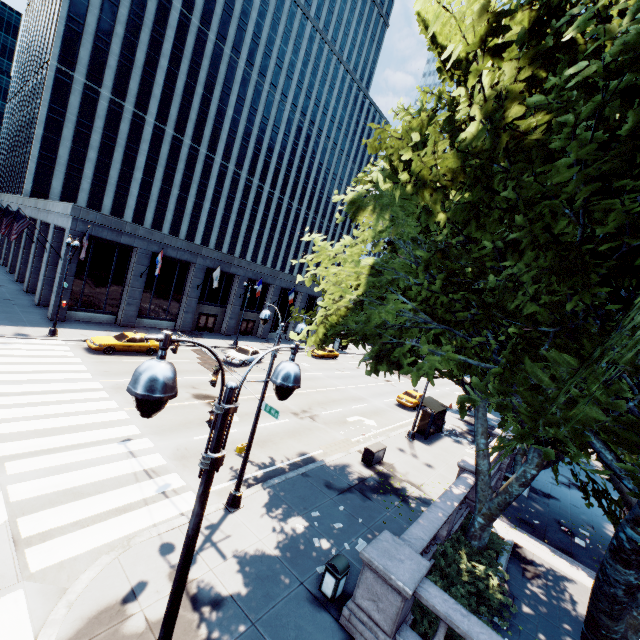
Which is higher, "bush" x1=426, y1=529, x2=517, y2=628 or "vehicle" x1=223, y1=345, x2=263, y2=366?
"vehicle" x1=223, y1=345, x2=263, y2=366

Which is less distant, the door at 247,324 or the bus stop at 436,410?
the bus stop at 436,410

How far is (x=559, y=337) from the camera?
6.0 meters

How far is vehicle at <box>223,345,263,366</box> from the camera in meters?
28.9

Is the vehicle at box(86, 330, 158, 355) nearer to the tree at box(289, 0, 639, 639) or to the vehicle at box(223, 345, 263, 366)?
the vehicle at box(223, 345, 263, 366)

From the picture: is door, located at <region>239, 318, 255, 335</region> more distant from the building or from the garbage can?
the garbage can

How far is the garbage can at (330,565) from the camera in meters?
8.9 m

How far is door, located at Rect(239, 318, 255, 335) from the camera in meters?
43.2
